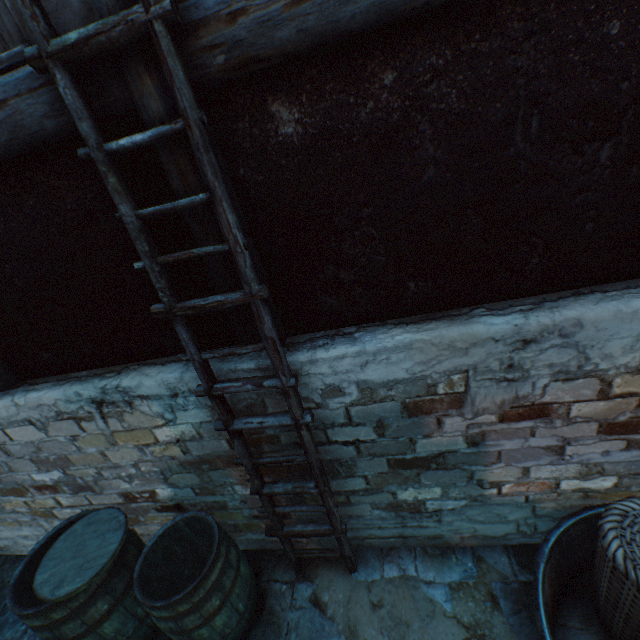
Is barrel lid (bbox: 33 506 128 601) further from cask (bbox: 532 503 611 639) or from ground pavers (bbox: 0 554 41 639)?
cask (bbox: 532 503 611 639)

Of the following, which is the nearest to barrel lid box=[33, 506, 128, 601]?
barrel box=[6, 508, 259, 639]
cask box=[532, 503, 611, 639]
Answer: barrel box=[6, 508, 259, 639]

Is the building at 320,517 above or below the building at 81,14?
below

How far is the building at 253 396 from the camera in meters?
1.9 m

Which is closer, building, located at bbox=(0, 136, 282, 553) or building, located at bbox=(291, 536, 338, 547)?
building, located at bbox=(0, 136, 282, 553)

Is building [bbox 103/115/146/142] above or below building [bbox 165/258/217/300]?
above

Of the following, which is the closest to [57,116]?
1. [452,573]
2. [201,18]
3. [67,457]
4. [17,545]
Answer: [201,18]

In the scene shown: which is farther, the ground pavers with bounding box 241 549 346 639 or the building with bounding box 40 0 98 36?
the ground pavers with bounding box 241 549 346 639
